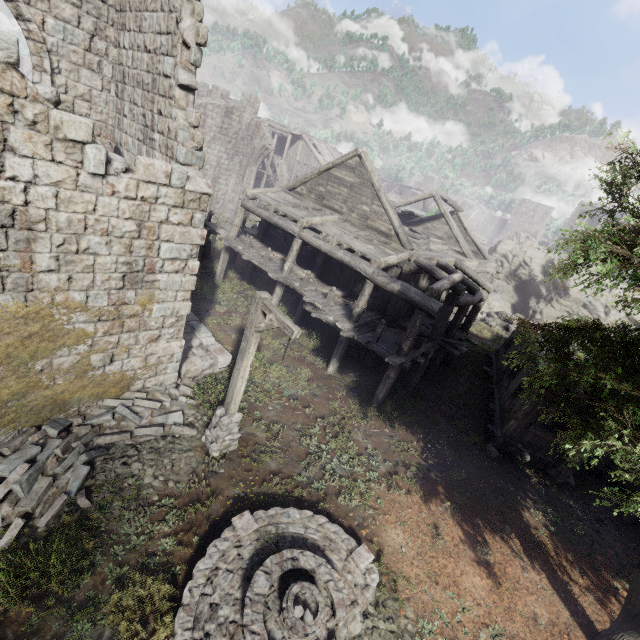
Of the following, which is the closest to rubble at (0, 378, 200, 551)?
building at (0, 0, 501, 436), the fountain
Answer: building at (0, 0, 501, 436)

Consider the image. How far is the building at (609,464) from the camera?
12.6m

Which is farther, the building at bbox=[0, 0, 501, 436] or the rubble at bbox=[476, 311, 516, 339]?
the rubble at bbox=[476, 311, 516, 339]

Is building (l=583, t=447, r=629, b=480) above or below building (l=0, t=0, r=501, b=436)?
above

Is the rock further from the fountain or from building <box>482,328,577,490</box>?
the fountain

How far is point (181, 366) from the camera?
10.6 meters

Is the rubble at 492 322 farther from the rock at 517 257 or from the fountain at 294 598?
the fountain at 294 598

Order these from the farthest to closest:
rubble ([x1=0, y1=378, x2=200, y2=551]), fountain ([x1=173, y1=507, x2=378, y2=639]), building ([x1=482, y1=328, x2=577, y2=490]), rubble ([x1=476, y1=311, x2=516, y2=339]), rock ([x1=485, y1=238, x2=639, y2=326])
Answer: rock ([x1=485, y1=238, x2=639, y2=326]) → rubble ([x1=476, y1=311, x2=516, y2=339]) → building ([x1=482, y1=328, x2=577, y2=490]) → rubble ([x1=0, y1=378, x2=200, y2=551]) → fountain ([x1=173, y1=507, x2=378, y2=639])
